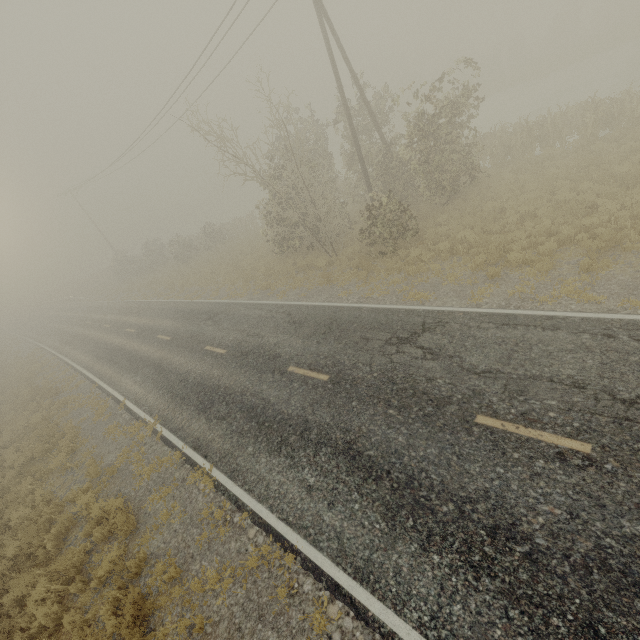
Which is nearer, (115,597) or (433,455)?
(433,455)
